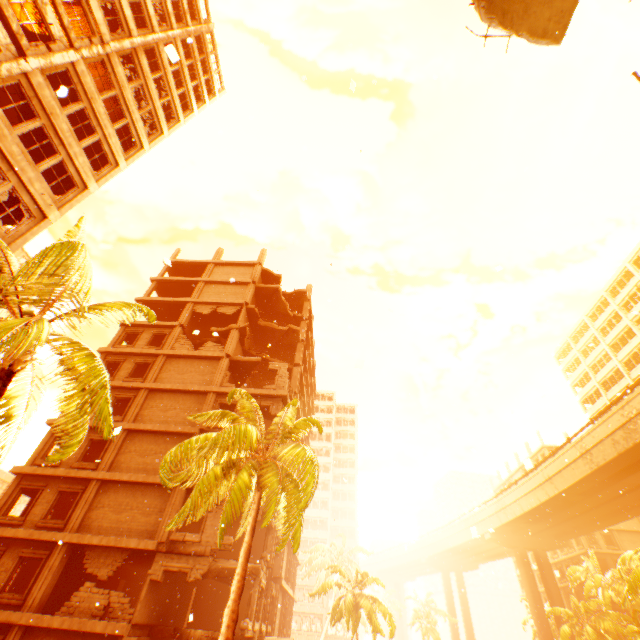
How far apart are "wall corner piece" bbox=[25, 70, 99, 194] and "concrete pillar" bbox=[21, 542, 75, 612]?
17.9m

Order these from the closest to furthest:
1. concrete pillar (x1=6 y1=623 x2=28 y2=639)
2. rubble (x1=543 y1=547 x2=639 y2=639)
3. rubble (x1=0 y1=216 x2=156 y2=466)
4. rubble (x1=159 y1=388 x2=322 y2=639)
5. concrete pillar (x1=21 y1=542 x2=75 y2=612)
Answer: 1. rubble (x1=0 y1=216 x2=156 y2=466)
2. rubble (x1=159 y1=388 x2=322 y2=639)
3. concrete pillar (x1=6 y1=623 x2=28 y2=639)
4. concrete pillar (x1=21 y1=542 x2=75 y2=612)
5. rubble (x1=543 y1=547 x2=639 y2=639)

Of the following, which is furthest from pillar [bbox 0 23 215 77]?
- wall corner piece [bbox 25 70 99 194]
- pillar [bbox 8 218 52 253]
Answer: pillar [bbox 8 218 52 253]

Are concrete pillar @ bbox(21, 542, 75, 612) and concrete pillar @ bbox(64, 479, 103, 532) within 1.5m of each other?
yes

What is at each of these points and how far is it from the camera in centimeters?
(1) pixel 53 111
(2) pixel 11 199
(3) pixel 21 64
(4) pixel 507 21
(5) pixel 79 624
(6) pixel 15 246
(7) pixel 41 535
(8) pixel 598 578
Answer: (1) wall corner piece, 1380cm
(2) floor rubble, 1356cm
(3) pillar, 1231cm
(4) floor rubble, 685cm
(5) wall corner piece, 1433cm
(6) pillar, 1243cm
(7) wall corner piece, 1677cm
(8) rubble, 3931cm

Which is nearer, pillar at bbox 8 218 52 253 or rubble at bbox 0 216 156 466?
rubble at bbox 0 216 156 466

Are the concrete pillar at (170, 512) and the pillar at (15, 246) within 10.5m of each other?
no

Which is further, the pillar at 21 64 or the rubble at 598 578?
the rubble at 598 578
